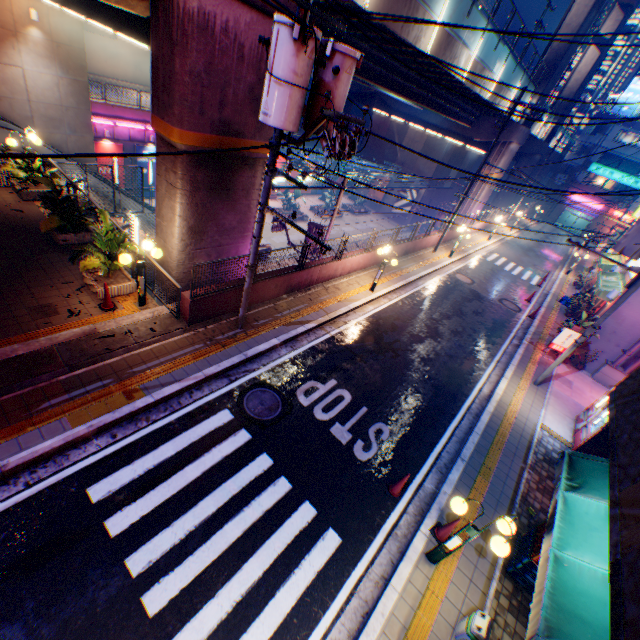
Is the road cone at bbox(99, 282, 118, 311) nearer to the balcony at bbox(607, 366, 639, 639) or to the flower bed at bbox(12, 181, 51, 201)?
the flower bed at bbox(12, 181, 51, 201)

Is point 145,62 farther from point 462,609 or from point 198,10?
point 462,609

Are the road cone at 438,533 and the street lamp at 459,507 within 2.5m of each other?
yes

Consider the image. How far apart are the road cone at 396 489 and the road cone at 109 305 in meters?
8.9 m

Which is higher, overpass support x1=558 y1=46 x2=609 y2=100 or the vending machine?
overpass support x1=558 y1=46 x2=609 y2=100

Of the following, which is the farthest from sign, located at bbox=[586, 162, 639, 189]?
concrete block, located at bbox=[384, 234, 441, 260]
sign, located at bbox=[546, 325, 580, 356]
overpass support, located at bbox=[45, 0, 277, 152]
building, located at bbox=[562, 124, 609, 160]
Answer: sign, located at bbox=[546, 325, 580, 356]

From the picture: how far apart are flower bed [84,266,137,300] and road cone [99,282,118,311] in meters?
0.2 m

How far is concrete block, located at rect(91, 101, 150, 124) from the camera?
23.5 meters
